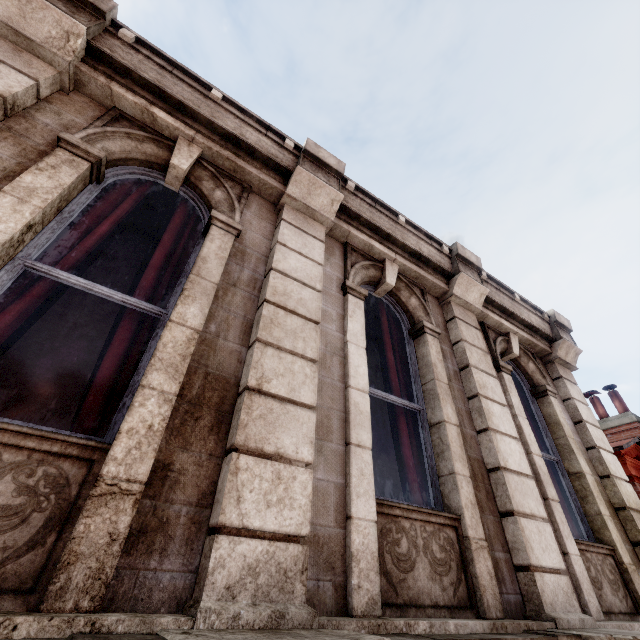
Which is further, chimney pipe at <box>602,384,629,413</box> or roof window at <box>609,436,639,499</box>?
chimney pipe at <box>602,384,629,413</box>

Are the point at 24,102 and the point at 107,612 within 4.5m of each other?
yes

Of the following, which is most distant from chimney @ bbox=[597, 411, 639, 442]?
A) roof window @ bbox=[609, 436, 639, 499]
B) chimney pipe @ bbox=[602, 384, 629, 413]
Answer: roof window @ bbox=[609, 436, 639, 499]

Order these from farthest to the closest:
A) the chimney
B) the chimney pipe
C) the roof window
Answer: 1. the chimney pipe
2. the chimney
3. the roof window

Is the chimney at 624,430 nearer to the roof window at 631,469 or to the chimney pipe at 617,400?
the chimney pipe at 617,400

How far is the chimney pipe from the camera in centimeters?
1054cm

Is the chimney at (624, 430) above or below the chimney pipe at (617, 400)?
below
